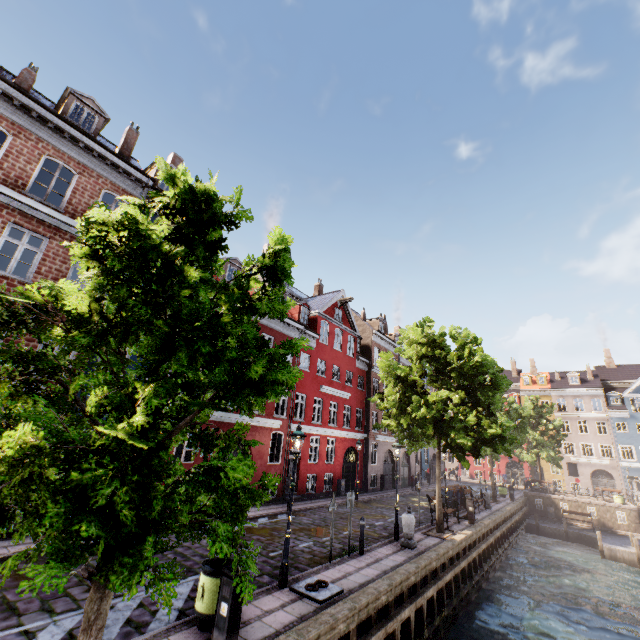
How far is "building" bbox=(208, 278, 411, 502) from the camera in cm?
1938

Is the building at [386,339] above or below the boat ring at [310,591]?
above

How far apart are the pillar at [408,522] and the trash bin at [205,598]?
8.2m

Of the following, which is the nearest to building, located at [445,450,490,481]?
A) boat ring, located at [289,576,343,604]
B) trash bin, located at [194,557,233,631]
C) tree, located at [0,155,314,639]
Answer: tree, located at [0,155,314,639]

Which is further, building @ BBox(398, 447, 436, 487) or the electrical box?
building @ BBox(398, 447, 436, 487)

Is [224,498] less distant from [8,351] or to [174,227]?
[8,351]

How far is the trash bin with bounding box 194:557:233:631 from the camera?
6.1 meters

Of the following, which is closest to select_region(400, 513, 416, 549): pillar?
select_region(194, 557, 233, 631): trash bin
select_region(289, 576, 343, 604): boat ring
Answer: select_region(289, 576, 343, 604): boat ring
